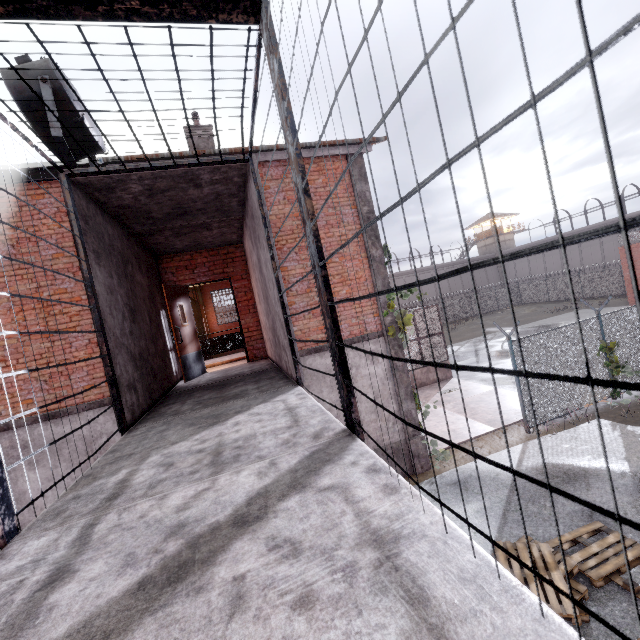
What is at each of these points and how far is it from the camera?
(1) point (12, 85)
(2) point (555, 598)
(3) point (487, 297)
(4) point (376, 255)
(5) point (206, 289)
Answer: (1) spotlight, 3.4m
(2) pallet, 4.3m
(3) fence, 42.3m
(4) column, 8.7m
(5) trim, 23.0m

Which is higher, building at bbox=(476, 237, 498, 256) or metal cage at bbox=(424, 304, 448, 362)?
building at bbox=(476, 237, 498, 256)

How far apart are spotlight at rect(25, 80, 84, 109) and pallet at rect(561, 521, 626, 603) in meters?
9.0

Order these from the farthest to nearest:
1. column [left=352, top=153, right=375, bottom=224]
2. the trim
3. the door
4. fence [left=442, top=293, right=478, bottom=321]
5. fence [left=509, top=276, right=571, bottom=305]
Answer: fence [left=442, top=293, right=478, bottom=321]
fence [left=509, top=276, right=571, bottom=305]
the trim
column [left=352, top=153, right=375, bottom=224]
the door

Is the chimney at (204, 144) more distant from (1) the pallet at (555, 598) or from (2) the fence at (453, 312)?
(1) the pallet at (555, 598)

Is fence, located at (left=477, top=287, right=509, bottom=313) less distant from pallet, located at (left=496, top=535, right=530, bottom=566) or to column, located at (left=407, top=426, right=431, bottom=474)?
column, located at (left=407, top=426, right=431, bottom=474)

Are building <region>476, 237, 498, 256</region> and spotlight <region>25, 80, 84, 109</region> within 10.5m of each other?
no

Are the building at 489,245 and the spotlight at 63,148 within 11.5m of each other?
no
